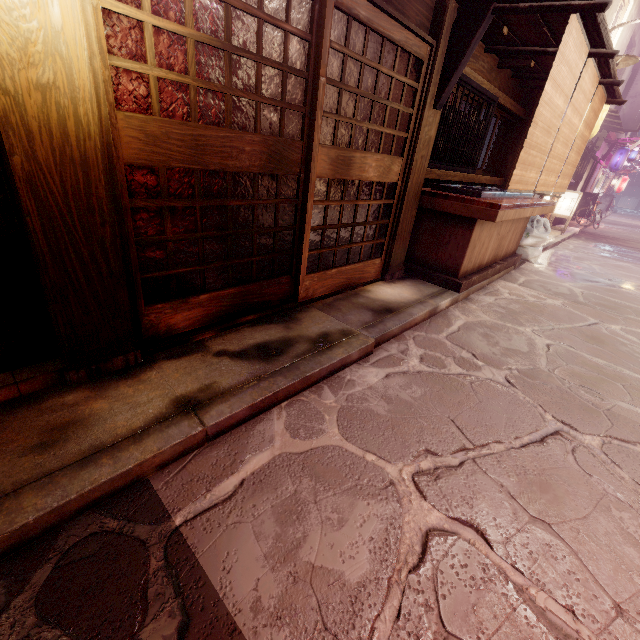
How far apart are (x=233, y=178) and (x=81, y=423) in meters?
3.8 m

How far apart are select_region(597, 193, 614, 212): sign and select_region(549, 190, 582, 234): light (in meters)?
31.38

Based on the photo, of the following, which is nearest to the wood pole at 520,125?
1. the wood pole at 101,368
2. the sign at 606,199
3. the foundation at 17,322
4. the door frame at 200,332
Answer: the door frame at 200,332

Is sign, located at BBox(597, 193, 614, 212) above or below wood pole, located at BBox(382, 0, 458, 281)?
above

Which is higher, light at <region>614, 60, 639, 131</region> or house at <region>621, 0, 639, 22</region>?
house at <region>621, 0, 639, 22</region>

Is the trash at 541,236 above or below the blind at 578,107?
below

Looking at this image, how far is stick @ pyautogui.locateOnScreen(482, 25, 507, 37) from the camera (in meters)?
6.96

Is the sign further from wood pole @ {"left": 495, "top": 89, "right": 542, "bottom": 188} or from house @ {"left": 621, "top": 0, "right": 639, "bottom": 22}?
wood pole @ {"left": 495, "top": 89, "right": 542, "bottom": 188}
